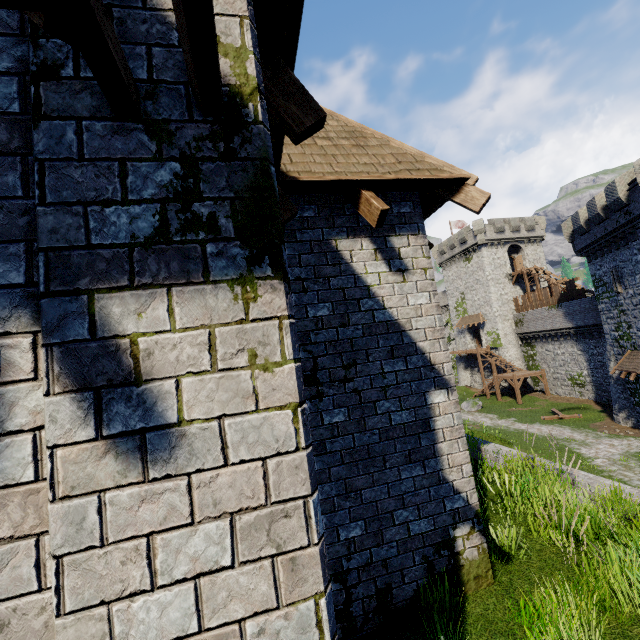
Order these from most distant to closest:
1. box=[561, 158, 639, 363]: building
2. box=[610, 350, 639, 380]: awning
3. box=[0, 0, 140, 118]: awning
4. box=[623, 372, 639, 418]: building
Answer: box=[623, 372, 639, 418]: building → box=[610, 350, 639, 380]: awning → box=[561, 158, 639, 363]: building → box=[0, 0, 140, 118]: awning

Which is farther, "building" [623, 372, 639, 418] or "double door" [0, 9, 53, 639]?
"building" [623, 372, 639, 418]

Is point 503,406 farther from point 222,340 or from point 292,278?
point 222,340

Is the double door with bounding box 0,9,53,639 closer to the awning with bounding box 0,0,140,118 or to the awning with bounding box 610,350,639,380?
the awning with bounding box 0,0,140,118

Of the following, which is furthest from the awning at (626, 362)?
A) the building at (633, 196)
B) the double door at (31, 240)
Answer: the double door at (31, 240)

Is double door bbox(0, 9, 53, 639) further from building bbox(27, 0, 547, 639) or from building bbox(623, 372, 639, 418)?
building bbox(623, 372, 639, 418)

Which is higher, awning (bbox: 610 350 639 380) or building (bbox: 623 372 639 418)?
awning (bbox: 610 350 639 380)

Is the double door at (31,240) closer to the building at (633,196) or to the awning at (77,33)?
the awning at (77,33)
